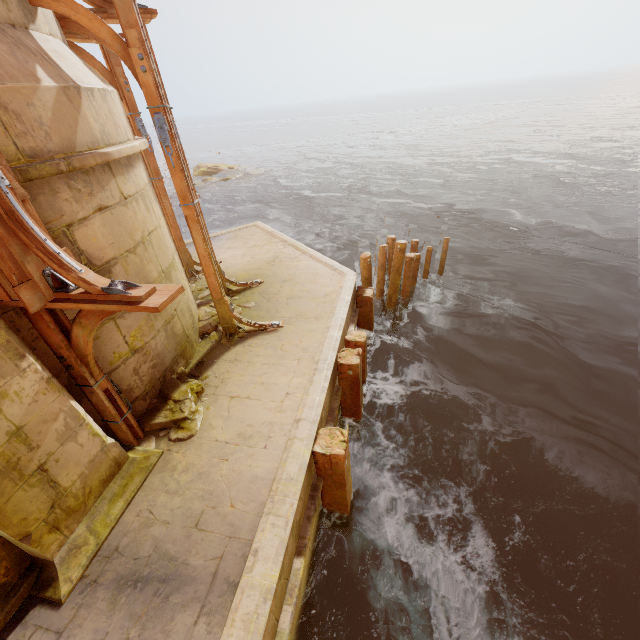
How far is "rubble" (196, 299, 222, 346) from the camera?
6.26m

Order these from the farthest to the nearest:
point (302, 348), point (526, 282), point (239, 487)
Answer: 1. point (526, 282)
2. point (302, 348)
3. point (239, 487)

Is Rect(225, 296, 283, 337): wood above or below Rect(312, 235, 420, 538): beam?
above

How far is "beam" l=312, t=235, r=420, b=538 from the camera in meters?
4.2

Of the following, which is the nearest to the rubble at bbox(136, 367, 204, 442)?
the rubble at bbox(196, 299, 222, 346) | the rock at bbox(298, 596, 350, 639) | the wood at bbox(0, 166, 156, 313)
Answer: the rubble at bbox(196, 299, 222, 346)

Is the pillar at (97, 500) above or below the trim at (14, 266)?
below

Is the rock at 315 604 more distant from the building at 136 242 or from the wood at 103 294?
the wood at 103 294

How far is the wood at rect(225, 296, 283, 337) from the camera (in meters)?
6.00
